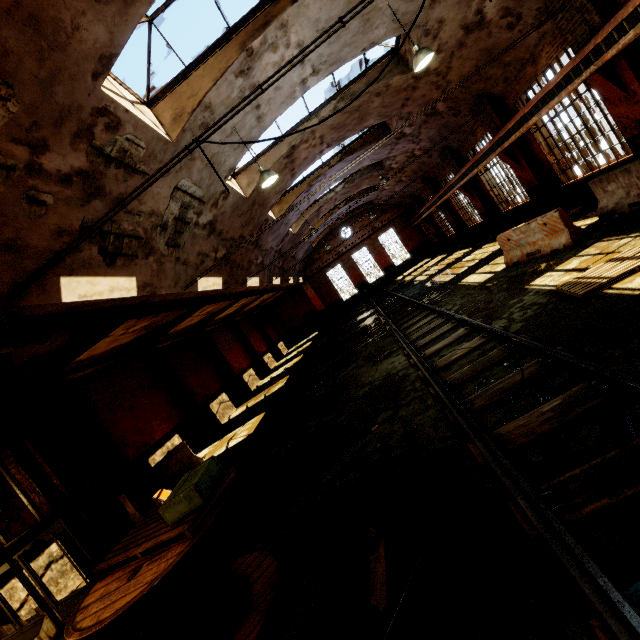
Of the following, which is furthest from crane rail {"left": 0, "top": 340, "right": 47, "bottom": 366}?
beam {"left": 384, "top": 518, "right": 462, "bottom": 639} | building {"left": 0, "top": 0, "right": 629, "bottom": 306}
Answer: beam {"left": 384, "top": 518, "right": 462, "bottom": 639}

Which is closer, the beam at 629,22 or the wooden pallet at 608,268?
the wooden pallet at 608,268

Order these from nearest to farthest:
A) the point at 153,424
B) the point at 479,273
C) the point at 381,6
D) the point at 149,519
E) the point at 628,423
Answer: the point at 628,423
the point at 149,519
the point at 381,6
the point at 479,273
the point at 153,424

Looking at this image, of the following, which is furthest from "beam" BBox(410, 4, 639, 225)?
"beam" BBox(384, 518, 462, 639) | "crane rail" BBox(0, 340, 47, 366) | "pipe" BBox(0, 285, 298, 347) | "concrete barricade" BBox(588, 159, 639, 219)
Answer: "pipe" BBox(0, 285, 298, 347)

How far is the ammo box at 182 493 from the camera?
3.4m

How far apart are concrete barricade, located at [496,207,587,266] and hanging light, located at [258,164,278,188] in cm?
702

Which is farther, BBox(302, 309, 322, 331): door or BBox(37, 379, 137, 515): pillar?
BBox(302, 309, 322, 331): door

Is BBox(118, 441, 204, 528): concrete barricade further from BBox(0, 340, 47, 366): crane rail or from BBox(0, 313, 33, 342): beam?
BBox(0, 340, 47, 366): crane rail
